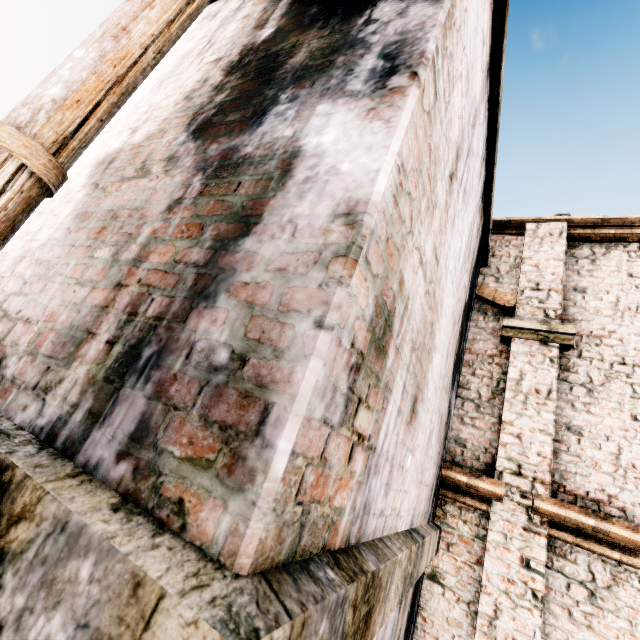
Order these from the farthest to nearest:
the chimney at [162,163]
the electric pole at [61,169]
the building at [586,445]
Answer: the building at [586,445]
the electric pole at [61,169]
the chimney at [162,163]

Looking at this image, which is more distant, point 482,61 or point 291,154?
point 482,61

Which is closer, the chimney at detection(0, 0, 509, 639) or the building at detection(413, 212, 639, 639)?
the chimney at detection(0, 0, 509, 639)

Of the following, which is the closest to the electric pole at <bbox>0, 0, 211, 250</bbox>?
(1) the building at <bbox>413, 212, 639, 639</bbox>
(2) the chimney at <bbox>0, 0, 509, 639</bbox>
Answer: (2) the chimney at <bbox>0, 0, 509, 639</bbox>

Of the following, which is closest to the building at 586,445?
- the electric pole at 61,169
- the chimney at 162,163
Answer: the chimney at 162,163

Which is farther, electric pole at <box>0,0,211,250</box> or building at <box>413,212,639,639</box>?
building at <box>413,212,639,639</box>

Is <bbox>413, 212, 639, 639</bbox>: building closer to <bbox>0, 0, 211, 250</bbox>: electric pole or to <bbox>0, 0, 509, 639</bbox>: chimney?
<bbox>0, 0, 509, 639</bbox>: chimney
